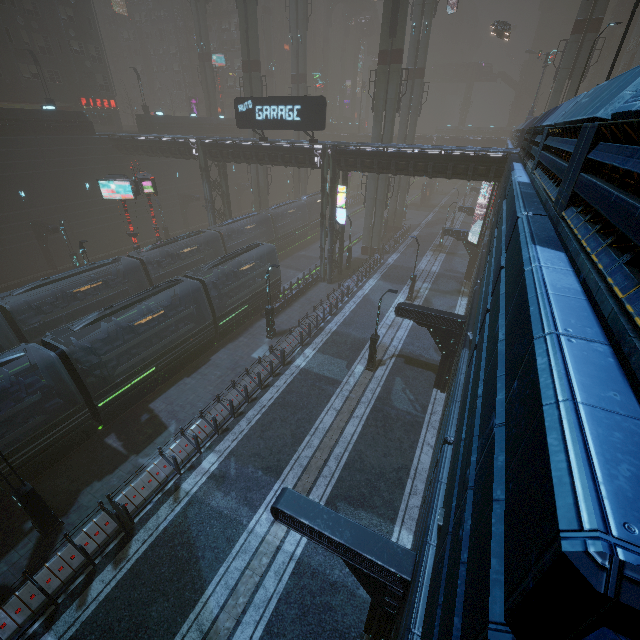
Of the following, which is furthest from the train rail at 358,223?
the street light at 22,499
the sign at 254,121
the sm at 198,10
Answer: the sign at 254,121

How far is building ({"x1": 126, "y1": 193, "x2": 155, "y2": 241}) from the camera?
39.3m

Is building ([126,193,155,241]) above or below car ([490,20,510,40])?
below

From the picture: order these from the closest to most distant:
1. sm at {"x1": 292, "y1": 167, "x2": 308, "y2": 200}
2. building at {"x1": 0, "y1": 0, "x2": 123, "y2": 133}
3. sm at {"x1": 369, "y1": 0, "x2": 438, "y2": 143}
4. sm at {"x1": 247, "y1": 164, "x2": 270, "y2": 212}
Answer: sm at {"x1": 369, "y1": 0, "x2": 438, "y2": 143}, building at {"x1": 0, "y1": 0, "x2": 123, "y2": 133}, sm at {"x1": 247, "y1": 164, "x2": 270, "y2": 212}, sm at {"x1": 292, "y1": 167, "x2": 308, "y2": 200}

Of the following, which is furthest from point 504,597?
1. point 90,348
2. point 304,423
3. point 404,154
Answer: point 404,154

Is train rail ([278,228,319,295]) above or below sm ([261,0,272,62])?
below

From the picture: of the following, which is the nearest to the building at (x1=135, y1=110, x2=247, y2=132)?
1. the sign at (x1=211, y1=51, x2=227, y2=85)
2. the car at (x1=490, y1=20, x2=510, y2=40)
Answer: the car at (x1=490, y1=20, x2=510, y2=40)

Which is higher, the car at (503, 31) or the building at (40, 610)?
the car at (503, 31)
